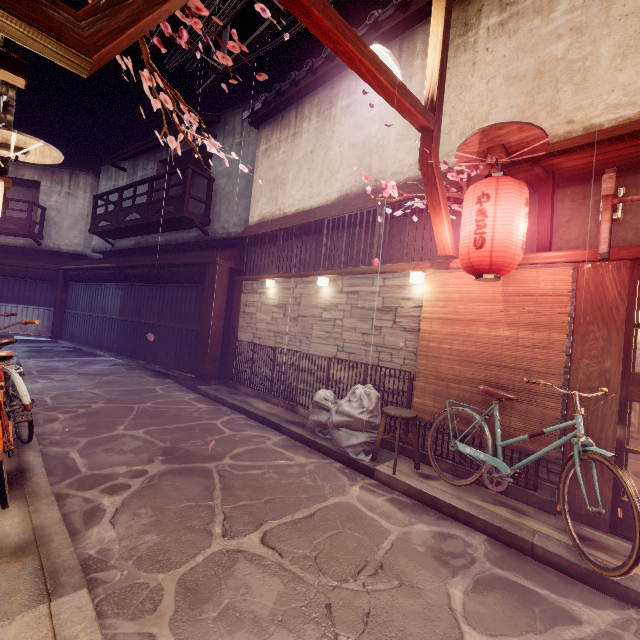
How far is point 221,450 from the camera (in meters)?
8.77

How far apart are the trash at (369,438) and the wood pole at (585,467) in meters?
3.9 m

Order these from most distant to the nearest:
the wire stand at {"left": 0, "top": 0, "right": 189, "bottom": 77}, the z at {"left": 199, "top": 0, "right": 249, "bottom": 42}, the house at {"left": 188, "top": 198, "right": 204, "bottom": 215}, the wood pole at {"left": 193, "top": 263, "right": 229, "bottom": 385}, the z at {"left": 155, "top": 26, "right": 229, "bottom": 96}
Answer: the house at {"left": 188, "top": 198, "right": 204, "bottom": 215} → the wood pole at {"left": 193, "top": 263, "right": 229, "bottom": 385} → the z at {"left": 155, "top": 26, "right": 229, "bottom": 96} → the z at {"left": 199, "top": 0, "right": 249, "bottom": 42} → the wire stand at {"left": 0, "top": 0, "right": 189, "bottom": 77}

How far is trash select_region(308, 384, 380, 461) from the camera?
8.46m

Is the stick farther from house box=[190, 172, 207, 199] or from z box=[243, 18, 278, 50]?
house box=[190, 172, 207, 199]

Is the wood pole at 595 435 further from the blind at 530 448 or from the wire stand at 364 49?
the wire stand at 364 49

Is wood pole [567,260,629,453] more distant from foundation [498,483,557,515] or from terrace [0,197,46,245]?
terrace [0,197,46,245]

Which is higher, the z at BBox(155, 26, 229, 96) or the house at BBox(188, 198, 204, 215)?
the z at BBox(155, 26, 229, 96)
